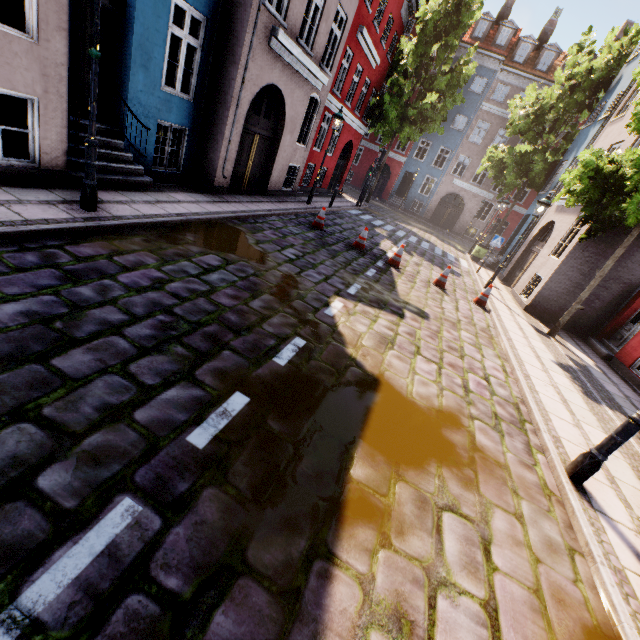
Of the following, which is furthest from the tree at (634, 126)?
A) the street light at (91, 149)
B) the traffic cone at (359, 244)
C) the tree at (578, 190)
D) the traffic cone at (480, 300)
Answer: the street light at (91, 149)

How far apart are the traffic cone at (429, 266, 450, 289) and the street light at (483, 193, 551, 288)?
3.0m

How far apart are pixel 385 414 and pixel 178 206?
6.6m

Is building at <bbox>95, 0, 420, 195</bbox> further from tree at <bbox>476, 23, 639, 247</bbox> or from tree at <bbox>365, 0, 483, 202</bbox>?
tree at <bbox>365, 0, 483, 202</bbox>

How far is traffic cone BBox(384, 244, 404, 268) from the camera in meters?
10.6

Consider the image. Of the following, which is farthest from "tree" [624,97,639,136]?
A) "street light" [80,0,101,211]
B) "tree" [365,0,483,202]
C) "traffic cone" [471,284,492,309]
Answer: "tree" [365,0,483,202]

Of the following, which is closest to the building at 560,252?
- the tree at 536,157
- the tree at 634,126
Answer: the tree at 536,157

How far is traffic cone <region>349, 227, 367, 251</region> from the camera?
10.82m
